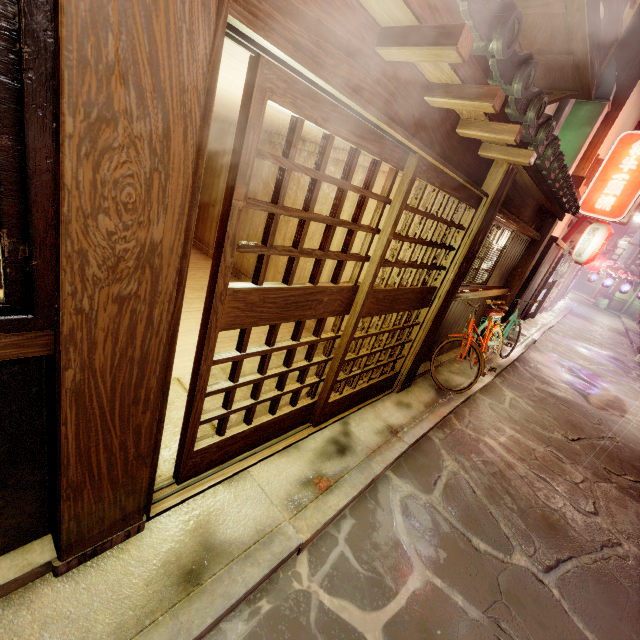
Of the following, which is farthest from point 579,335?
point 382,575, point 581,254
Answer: point 382,575

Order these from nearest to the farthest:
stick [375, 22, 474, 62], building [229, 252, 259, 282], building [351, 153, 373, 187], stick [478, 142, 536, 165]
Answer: stick [375, 22, 474, 62]
stick [478, 142, 536, 165]
building [351, 153, 373, 187]
building [229, 252, 259, 282]

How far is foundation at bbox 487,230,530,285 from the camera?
11.1 meters

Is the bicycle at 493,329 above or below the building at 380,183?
below

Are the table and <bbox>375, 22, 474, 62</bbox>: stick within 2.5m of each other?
no

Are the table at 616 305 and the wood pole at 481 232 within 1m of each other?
no

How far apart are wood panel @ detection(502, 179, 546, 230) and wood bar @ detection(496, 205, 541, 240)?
0.0 meters

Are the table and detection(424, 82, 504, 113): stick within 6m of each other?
no
